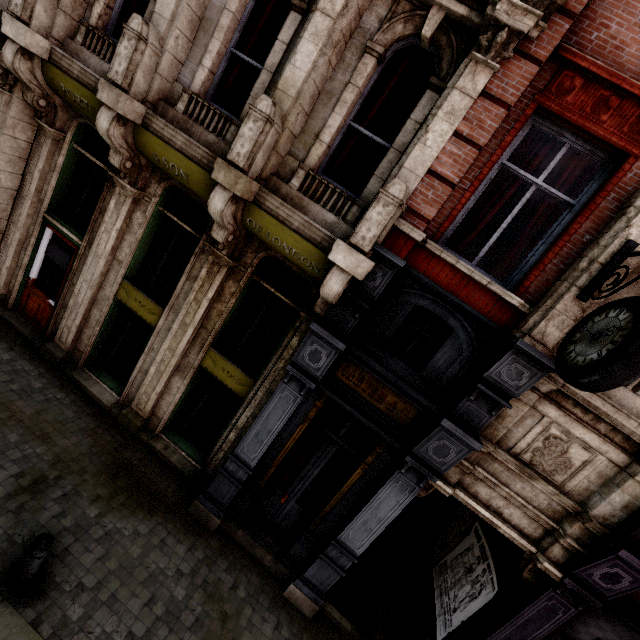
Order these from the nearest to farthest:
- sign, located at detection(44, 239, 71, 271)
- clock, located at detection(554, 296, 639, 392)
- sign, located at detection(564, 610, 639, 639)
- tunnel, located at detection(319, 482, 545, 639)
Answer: clock, located at detection(554, 296, 639, 392) → sign, located at detection(564, 610, 639, 639) → tunnel, located at detection(319, 482, 545, 639) → sign, located at detection(44, 239, 71, 271)

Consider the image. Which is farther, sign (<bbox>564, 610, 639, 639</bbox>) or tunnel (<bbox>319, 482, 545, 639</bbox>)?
tunnel (<bbox>319, 482, 545, 639</bbox>)

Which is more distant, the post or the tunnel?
the tunnel

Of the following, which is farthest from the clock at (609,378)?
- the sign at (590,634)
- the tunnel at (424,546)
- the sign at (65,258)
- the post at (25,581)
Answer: the sign at (65,258)

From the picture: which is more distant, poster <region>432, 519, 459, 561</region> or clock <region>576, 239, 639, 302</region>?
poster <region>432, 519, 459, 561</region>

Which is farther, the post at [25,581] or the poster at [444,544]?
the poster at [444,544]

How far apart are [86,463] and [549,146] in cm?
937

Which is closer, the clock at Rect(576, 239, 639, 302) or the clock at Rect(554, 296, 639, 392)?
the clock at Rect(554, 296, 639, 392)
